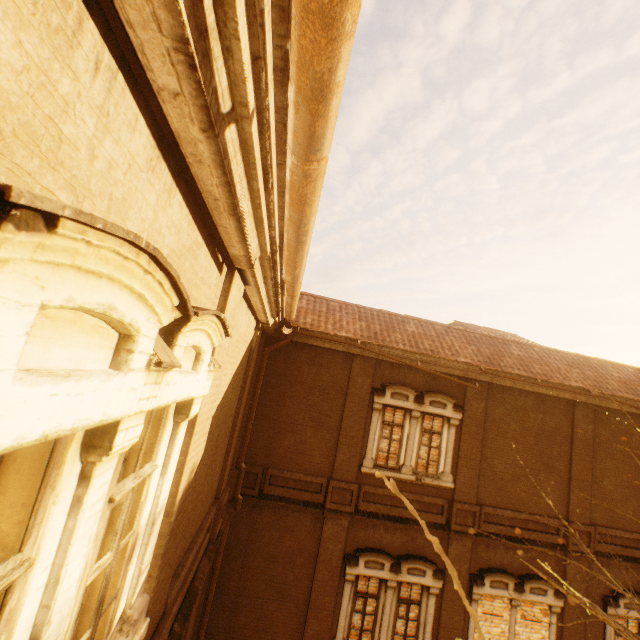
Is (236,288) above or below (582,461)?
above

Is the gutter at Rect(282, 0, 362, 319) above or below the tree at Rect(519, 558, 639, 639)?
above

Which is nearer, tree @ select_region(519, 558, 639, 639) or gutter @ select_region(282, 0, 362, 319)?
gutter @ select_region(282, 0, 362, 319)

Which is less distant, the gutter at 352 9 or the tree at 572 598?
the gutter at 352 9

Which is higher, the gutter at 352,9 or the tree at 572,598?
the gutter at 352,9
